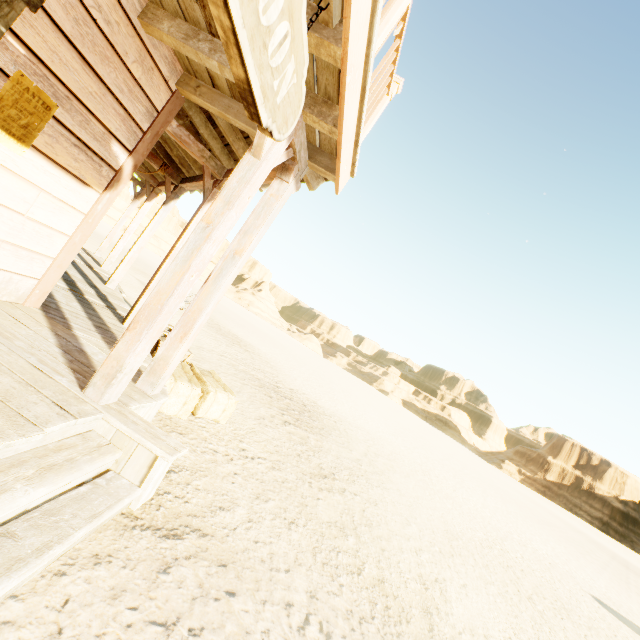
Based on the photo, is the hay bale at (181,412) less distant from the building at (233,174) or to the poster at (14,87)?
the building at (233,174)

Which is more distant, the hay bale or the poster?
the hay bale

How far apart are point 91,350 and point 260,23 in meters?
3.1

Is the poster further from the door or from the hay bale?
the hay bale

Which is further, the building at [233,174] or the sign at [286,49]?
the building at [233,174]

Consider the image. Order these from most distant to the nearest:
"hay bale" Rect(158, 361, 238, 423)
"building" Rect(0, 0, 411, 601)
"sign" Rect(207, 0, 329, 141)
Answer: "hay bale" Rect(158, 361, 238, 423) → "building" Rect(0, 0, 411, 601) → "sign" Rect(207, 0, 329, 141)

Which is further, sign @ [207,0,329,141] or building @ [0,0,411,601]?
building @ [0,0,411,601]

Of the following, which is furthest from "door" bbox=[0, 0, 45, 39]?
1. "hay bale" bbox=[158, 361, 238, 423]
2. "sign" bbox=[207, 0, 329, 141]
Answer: "hay bale" bbox=[158, 361, 238, 423]
